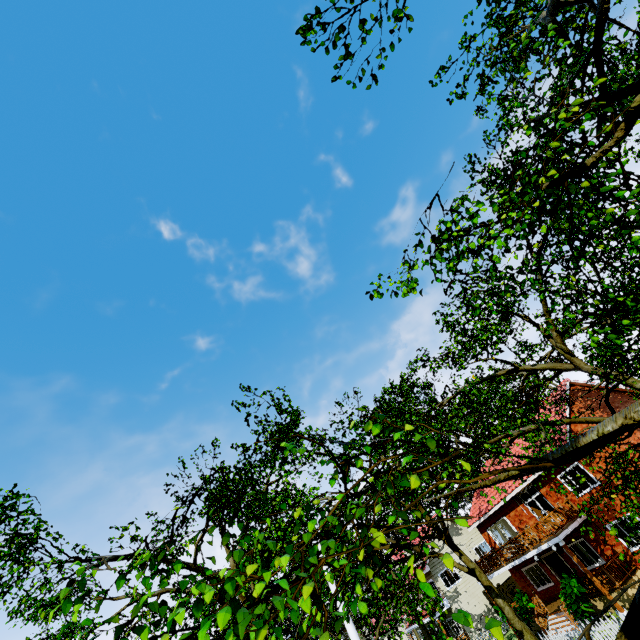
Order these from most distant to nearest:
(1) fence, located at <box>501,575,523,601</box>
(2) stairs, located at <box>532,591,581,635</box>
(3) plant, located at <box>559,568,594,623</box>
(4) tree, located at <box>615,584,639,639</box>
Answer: (1) fence, located at <box>501,575,523,601</box>
(2) stairs, located at <box>532,591,581,635</box>
(3) plant, located at <box>559,568,594,623</box>
(4) tree, located at <box>615,584,639,639</box>

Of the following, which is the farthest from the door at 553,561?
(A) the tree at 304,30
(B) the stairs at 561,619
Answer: (A) the tree at 304,30

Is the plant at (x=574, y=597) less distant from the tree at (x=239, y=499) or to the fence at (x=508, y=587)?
the fence at (x=508, y=587)

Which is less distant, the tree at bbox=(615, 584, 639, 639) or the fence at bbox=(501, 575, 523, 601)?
the tree at bbox=(615, 584, 639, 639)

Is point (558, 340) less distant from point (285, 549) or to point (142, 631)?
point (285, 549)

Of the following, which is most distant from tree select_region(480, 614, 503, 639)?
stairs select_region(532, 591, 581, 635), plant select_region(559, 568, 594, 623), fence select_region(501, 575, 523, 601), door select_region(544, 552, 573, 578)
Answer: door select_region(544, 552, 573, 578)

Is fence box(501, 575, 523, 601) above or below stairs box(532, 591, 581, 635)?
above

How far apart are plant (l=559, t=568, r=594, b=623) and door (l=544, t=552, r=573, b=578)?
4.19m
